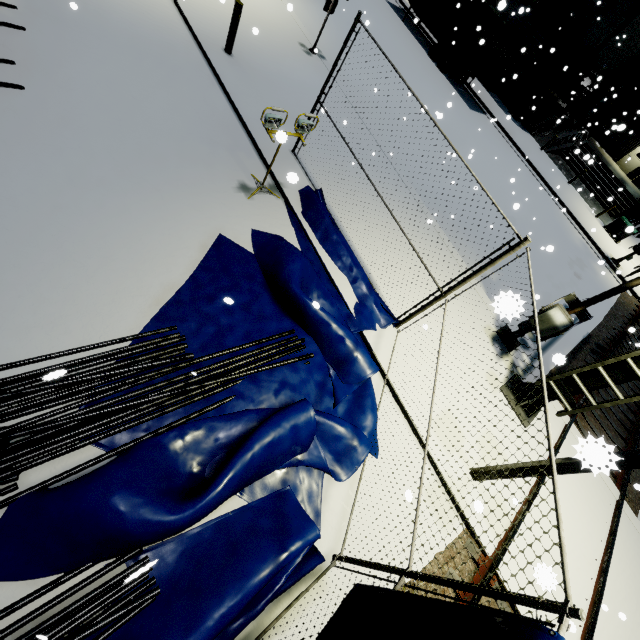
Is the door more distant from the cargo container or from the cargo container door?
the cargo container door

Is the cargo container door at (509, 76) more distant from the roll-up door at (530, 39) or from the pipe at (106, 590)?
the pipe at (106, 590)

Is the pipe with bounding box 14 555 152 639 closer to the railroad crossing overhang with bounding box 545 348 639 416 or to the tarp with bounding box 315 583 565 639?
the tarp with bounding box 315 583 565 639

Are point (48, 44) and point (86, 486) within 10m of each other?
yes

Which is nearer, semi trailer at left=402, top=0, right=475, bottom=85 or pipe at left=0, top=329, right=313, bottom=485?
pipe at left=0, top=329, right=313, bottom=485

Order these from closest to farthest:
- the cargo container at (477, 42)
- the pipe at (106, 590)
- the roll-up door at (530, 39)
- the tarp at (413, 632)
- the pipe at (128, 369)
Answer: the tarp at (413, 632), the pipe at (106, 590), the pipe at (128, 369), the cargo container at (477, 42), the roll-up door at (530, 39)

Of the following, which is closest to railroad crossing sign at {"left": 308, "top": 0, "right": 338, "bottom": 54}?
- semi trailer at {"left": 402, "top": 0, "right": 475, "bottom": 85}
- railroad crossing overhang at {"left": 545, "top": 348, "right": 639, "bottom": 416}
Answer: railroad crossing overhang at {"left": 545, "top": 348, "right": 639, "bottom": 416}

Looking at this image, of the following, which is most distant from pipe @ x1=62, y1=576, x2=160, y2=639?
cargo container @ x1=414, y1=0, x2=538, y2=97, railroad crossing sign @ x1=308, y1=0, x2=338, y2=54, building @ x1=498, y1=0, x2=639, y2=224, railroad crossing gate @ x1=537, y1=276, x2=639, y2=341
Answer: railroad crossing sign @ x1=308, y1=0, x2=338, y2=54
